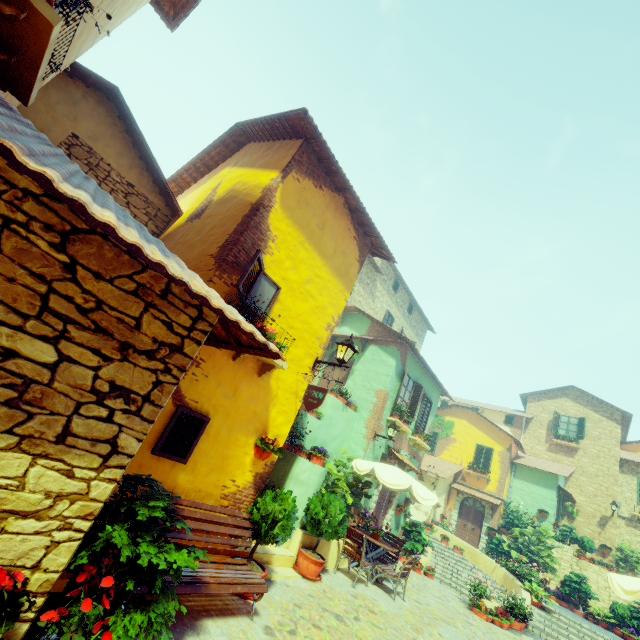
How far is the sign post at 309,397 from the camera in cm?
563

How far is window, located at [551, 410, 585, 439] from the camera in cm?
2245

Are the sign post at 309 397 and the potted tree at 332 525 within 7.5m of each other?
yes

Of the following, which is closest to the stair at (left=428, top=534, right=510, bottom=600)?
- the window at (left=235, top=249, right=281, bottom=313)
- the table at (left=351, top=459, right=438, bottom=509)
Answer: the table at (left=351, top=459, right=438, bottom=509)

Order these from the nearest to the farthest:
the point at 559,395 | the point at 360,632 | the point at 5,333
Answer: the point at 5,333
the point at 360,632
the point at 559,395

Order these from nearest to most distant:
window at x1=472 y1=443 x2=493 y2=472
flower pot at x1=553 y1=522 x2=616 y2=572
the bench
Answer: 1. the bench
2. flower pot at x1=553 y1=522 x2=616 y2=572
3. window at x1=472 y1=443 x2=493 y2=472

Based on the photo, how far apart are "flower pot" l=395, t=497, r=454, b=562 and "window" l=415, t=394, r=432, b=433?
3.61m

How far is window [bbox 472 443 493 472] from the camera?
21.5 meters
